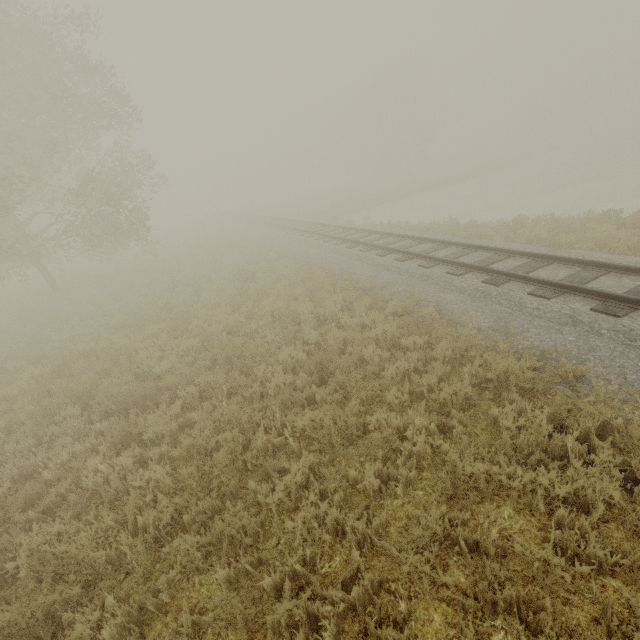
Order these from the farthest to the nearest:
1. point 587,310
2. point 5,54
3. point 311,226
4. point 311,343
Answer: point 311,226, point 5,54, point 311,343, point 587,310

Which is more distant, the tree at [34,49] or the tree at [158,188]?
the tree at [158,188]

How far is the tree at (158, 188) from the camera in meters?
19.5

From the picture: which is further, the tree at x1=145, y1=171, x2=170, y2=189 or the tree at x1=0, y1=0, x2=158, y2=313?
the tree at x1=145, y1=171, x2=170, y2=189

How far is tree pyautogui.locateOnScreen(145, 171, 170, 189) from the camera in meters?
19.5 m
